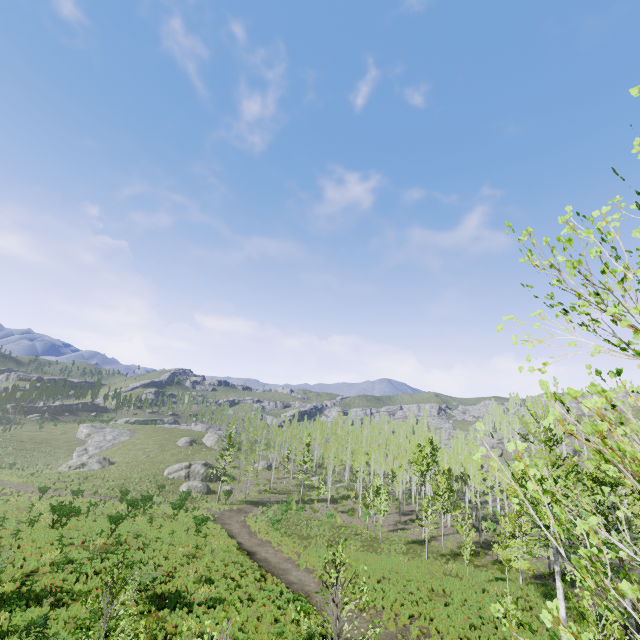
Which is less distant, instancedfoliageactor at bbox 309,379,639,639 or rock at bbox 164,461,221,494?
instancedfoliageactor at bbox 309,379,639,639

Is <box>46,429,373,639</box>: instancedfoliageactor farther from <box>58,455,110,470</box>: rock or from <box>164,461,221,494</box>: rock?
<box>58,455,110,470</box>: rock

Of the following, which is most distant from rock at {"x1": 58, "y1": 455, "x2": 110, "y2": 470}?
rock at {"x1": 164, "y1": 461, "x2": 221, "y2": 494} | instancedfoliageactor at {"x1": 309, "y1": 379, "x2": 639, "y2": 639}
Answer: instancedfoliageactor at {"x1": 309, "y1": 379, "x2": 639, "y2": 639}

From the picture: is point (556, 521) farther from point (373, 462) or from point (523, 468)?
point (373, 462)

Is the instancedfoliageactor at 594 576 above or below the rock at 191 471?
above

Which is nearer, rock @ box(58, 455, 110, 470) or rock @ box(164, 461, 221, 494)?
rock @ box(164, 461, 221, 494)

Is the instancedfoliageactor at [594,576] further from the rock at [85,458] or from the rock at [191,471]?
the rock at [85,458]
